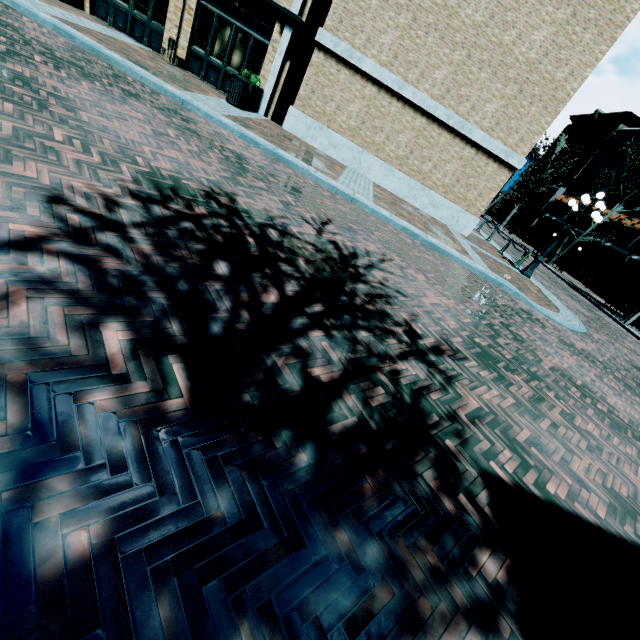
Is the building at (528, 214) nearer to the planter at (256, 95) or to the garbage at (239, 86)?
the planter at (256, 95)

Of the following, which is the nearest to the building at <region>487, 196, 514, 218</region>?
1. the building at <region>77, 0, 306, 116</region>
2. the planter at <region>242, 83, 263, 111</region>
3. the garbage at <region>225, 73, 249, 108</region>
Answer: the building at <region>77, 0, 306, 116</region>

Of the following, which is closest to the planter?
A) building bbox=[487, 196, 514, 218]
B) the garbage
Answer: the garbage

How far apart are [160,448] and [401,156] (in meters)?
14.55

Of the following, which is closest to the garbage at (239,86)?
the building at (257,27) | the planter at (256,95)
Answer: the planter at (256,95)

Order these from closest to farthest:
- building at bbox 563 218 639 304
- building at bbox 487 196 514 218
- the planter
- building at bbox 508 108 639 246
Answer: the planter → building at bbox 563 218 639 304 → building at bbox 508 108 639 246 → building at bbox 487 196 514 218

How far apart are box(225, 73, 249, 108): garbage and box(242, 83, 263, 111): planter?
0.1m
